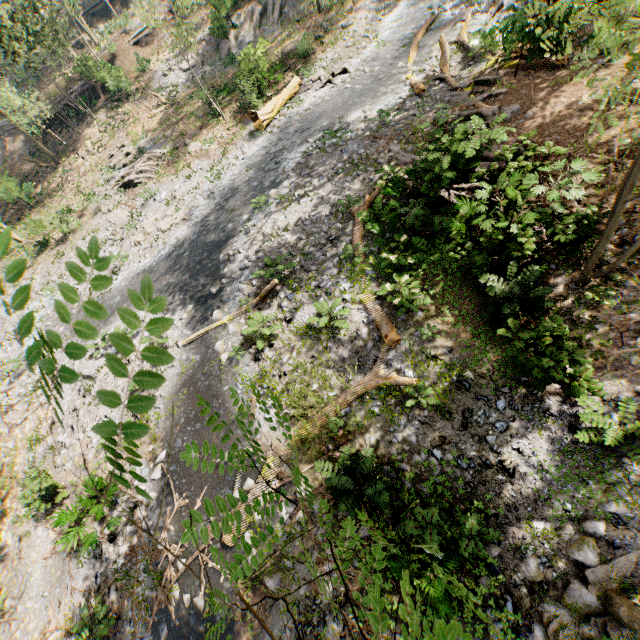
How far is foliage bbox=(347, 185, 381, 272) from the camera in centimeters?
1139cm

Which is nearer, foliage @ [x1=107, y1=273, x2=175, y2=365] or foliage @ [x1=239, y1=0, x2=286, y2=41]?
foliage @ [x1=107, y1=273, x2=175, y2=365]

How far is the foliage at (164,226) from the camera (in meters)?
17.84

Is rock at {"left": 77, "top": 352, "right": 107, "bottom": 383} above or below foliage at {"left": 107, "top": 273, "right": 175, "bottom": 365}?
below

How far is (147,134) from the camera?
25.72m

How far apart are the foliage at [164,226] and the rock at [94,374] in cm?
626

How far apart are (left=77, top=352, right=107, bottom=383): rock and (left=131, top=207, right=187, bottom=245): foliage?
6.3m

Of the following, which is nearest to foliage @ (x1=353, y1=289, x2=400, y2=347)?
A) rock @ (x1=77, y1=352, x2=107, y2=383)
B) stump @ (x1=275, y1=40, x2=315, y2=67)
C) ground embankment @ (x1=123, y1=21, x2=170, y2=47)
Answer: ground embankment @ (x1=123, y1=21, x2=170, y2=47)
